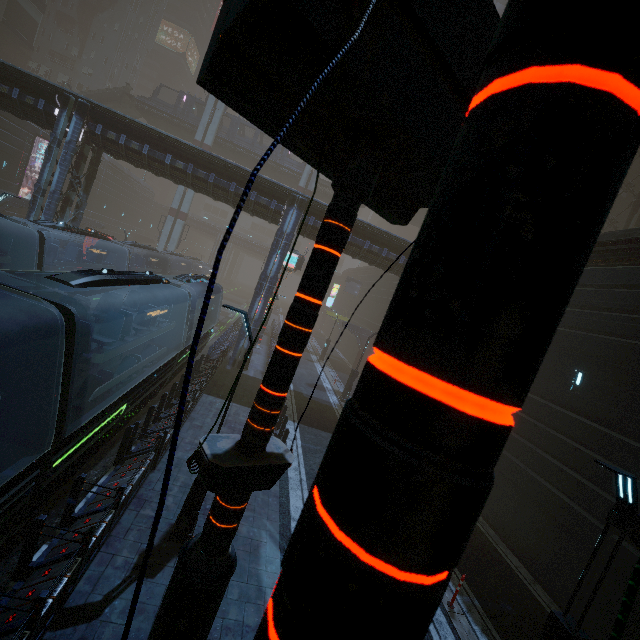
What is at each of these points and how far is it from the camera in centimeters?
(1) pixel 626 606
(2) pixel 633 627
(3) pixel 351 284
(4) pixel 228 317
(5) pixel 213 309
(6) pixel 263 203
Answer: (1) sign, 70cm
(2) building, 878cm
(3) sign, 4678cm
(4) train rail, 4138cm
(5) train, 2206cm
(6) building, 2034cm

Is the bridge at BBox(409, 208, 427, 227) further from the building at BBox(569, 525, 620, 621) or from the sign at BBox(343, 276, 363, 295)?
the sign at BBox(343, 276, 363, 295)

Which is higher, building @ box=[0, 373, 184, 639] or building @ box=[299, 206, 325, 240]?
building @ box=[299, 206, 325, 240]

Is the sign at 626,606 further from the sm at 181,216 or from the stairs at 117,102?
the stairs at 117,102

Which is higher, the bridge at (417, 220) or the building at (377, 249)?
the bridge at (417, 220)

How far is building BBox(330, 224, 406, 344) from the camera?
21.4 meters

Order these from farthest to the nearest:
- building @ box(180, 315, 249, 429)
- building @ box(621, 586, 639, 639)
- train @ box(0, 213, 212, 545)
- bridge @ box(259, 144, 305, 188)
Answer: bridge @ box(259, 144, 305, 188), building @ box(180, 315, 249, 429), building @ box(621, 586, 639, 639), train @ box(0, 213, 212, 545)

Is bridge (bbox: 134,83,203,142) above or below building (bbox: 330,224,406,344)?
above
